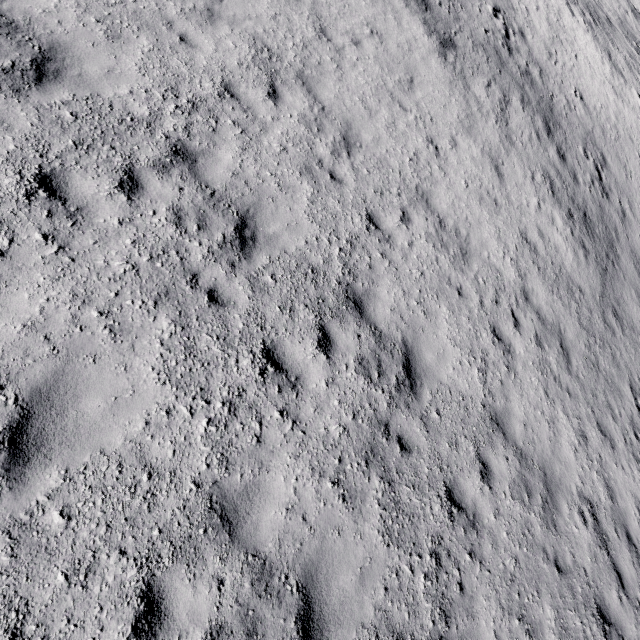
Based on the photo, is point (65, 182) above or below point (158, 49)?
below
